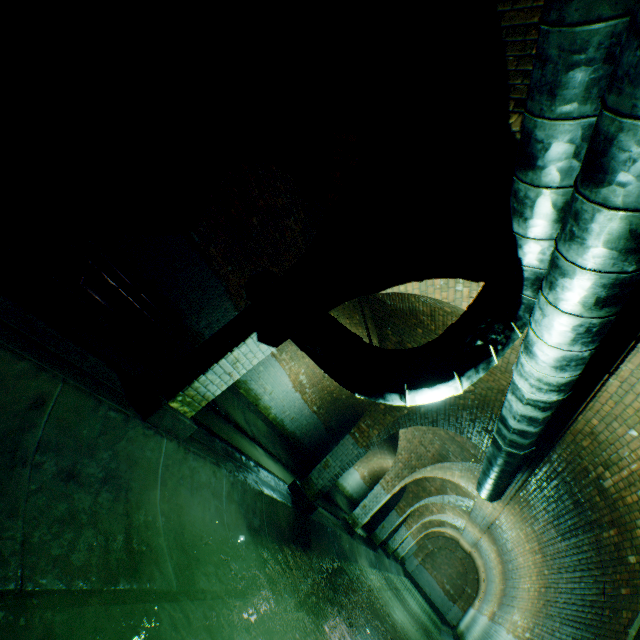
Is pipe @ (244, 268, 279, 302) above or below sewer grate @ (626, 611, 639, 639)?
below

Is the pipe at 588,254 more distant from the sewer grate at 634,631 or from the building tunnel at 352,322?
the sewer grate at 634,631

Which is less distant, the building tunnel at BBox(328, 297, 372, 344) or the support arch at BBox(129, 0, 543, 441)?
the support arch at BBox(129, 0, 543, 441)

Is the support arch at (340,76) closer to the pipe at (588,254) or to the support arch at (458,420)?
the pipe at (588,254)

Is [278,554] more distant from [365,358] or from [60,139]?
[60,139]

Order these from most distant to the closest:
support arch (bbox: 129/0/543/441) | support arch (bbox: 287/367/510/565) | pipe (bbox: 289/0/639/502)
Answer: support arch (bbox: 287/367/510/565) < support arch (bbox: 129/0/543/441) < pipe (bbox: 289/0/639/502)

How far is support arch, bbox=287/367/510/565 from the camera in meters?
7.0 m

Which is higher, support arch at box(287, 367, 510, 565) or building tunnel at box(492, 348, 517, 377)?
building tunnel at box(492, 348, 517, 377)
